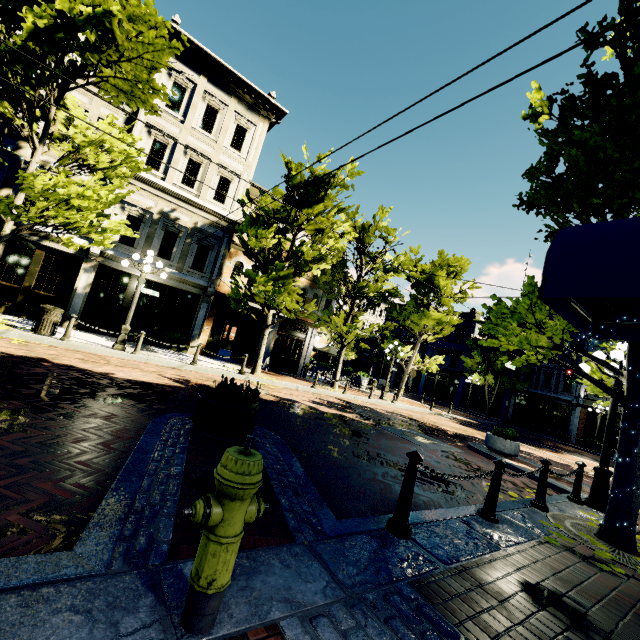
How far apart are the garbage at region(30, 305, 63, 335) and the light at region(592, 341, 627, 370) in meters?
14.7

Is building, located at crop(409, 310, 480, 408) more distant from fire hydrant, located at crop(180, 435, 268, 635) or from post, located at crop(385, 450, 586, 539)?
fire hydrant, located at crop(180, 435, 268, 635)

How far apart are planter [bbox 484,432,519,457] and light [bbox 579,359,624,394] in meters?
3.4

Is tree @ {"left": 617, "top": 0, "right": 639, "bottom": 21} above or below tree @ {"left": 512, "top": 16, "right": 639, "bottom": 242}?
above

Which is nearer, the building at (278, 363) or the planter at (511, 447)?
the planter at (511, 447)

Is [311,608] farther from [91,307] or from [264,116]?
[264,116]

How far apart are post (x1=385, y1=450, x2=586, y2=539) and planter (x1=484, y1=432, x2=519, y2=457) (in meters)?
6.95

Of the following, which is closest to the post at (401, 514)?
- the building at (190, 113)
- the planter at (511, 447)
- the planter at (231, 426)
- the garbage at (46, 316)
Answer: the planter at (231, 426)
